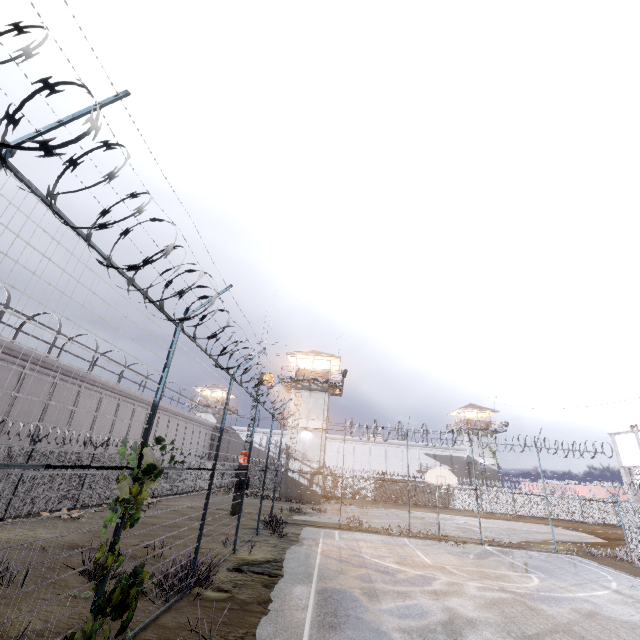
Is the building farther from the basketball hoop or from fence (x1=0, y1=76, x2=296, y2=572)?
the basketball hoop

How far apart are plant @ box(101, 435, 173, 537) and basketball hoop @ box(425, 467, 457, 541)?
16.4 meters

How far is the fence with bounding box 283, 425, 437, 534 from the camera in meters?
19.4

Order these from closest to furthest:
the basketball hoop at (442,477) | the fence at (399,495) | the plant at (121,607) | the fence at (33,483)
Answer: the fence at (33,483) → the plant at (121,607) → the basketball hoop at (442,477) → the fence at (399,495)

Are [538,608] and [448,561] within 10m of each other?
yes

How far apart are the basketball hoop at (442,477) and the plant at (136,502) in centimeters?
1643cm

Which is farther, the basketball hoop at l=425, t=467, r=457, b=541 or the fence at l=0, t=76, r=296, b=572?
the basketball hoop at l=425, t=467, r=457, b=541

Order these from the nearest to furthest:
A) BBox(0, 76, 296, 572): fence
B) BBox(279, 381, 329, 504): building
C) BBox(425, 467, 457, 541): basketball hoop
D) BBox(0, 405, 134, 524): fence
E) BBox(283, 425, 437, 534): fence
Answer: BBox(0, 76, 296, 572): fence, BBox(0, 405, 134, 524): fence, BBox(425, 467, 457, 541): basketball hoop, BBox(283, 425, 437, 534): fence, BBox(279, 381, 329, 504): building
